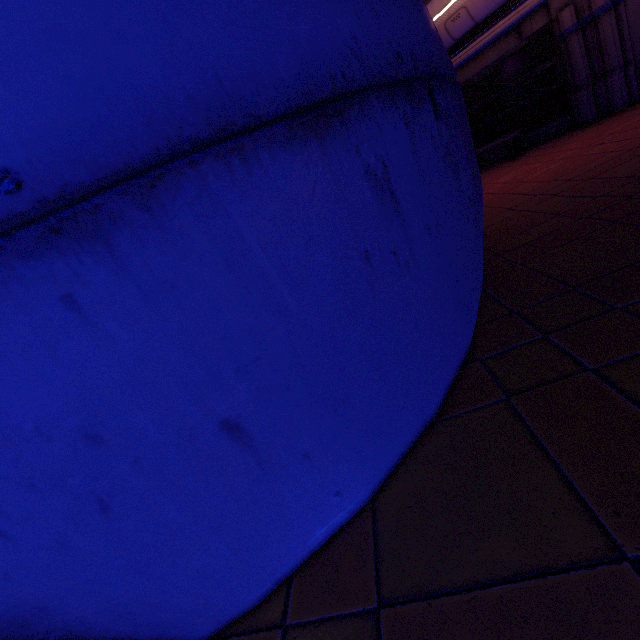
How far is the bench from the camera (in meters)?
8.66

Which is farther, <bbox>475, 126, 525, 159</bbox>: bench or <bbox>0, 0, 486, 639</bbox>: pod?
<bbox>475, 126, 525, 159</bbox>: bench

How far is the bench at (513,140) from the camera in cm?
866

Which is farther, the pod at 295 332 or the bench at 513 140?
the bench at 513 140

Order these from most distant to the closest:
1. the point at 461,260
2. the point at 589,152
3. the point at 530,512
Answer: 1. the point at 589,152
2. the point at 461,260
3. the point at 530,512
